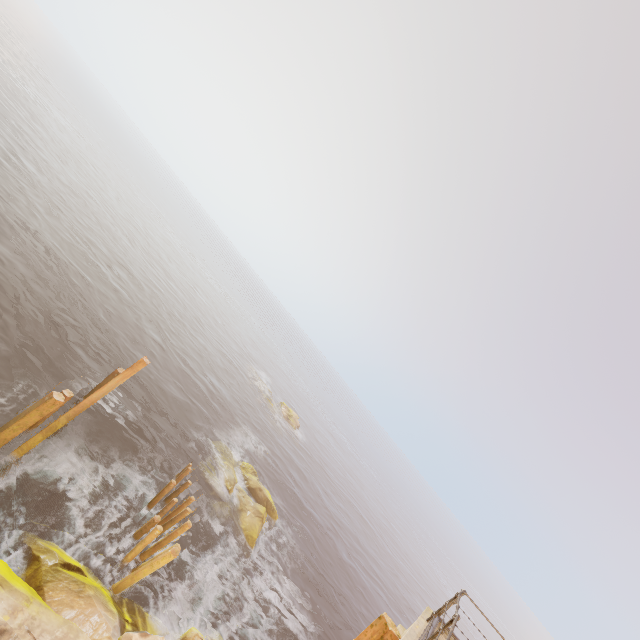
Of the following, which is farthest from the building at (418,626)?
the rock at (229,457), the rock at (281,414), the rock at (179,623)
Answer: the rock at (281,414)

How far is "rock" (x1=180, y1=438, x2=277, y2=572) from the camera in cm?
1742

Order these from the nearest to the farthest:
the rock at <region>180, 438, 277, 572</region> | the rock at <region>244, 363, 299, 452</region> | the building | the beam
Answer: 1. the building
2. the beam
3. the rock at <region>180, 438, 277, 572</region>
4. the rock at <region>244, 363, 299, 452</region>

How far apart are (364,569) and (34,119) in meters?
71.9

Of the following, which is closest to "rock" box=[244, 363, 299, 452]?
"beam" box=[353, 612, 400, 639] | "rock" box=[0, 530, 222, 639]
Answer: "rock" box=[0, 530, 222, 639]

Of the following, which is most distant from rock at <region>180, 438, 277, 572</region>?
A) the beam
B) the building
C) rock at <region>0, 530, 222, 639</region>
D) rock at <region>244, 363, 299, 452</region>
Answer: rock at <region>244, 363, 299, 452</region>

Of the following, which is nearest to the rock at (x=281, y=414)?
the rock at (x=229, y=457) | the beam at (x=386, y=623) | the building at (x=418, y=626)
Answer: the rock at (x=229, y=457)
